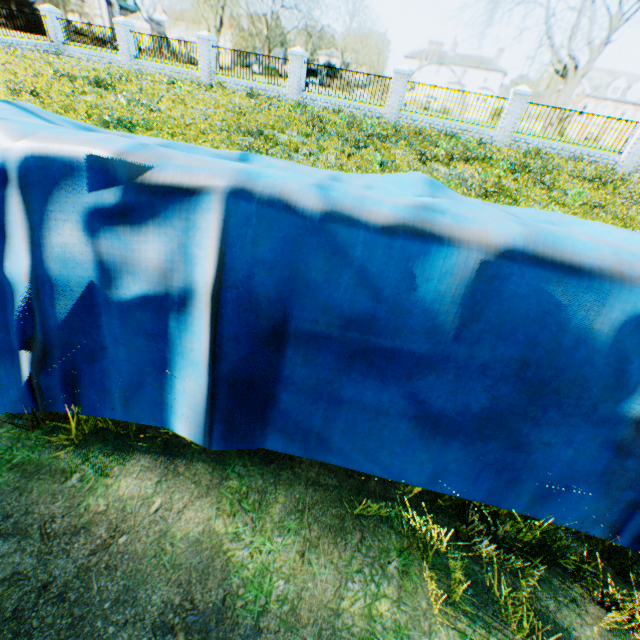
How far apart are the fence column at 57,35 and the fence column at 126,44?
4.8m

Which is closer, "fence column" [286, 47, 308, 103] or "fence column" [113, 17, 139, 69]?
"fence column" [286, 47, 308, 103]

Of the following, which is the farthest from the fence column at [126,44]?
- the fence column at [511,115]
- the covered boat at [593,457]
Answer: the covered boat at [593,457]

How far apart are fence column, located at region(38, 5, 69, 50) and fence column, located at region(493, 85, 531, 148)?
27.2m

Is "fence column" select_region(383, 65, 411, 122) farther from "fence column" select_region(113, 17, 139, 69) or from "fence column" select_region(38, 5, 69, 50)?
"fence column" select_region(38, 5, 69, 50)

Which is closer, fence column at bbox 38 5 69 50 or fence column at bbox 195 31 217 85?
fence column at bbox 195 31 217 85

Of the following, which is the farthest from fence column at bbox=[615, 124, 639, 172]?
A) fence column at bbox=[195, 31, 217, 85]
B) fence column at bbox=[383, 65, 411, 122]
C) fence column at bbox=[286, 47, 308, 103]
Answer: fence column at bbox=[195, 31, 217, 85]

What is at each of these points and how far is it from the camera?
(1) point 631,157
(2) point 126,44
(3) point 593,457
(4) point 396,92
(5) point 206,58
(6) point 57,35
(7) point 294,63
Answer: (1) fence column, 14.54m
(2) fence column, 19.25m
(3) covered boat, 1.44m
(4) fence column, 16.14m
(5) fence column, 18.20m
(6) fence column, 20.45m
(7) fence column, 16.92m
